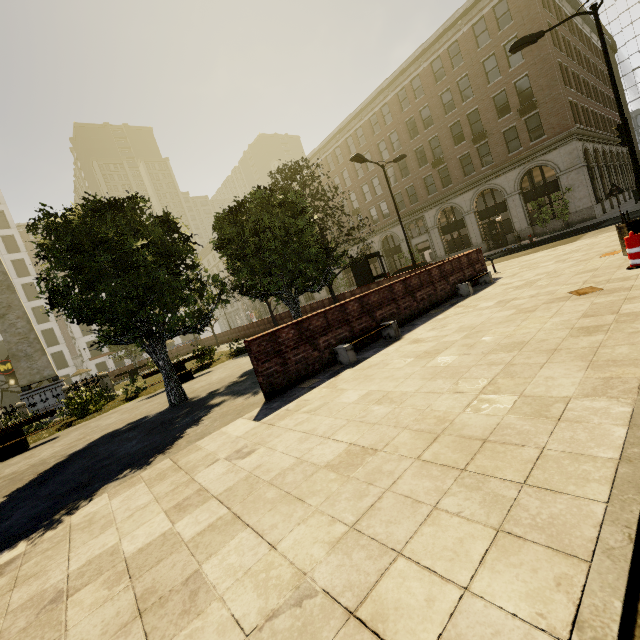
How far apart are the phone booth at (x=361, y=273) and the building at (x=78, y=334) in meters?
54.9

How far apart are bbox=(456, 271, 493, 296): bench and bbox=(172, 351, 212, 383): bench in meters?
10.3 m

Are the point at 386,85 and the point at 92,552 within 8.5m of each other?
no

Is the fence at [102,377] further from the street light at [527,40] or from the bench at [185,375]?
the street light at [527,40]

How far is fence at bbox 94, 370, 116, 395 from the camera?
16.8m

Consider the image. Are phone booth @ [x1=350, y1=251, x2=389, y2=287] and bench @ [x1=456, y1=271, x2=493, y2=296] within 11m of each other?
yes

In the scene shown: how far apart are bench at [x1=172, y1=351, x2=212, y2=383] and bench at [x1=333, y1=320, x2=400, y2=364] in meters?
8.8

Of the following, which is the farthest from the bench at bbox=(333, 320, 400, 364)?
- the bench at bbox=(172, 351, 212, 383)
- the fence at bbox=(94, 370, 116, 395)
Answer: the fence at bbox=(94, 370, 116, 395)
